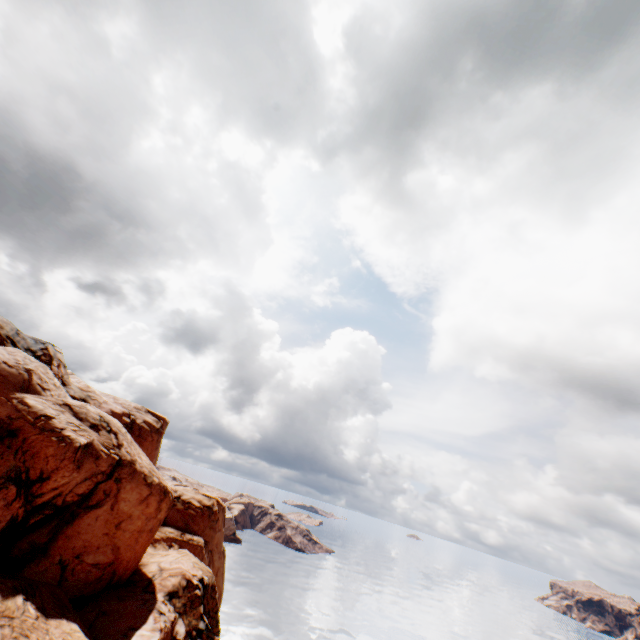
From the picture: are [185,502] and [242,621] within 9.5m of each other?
no
